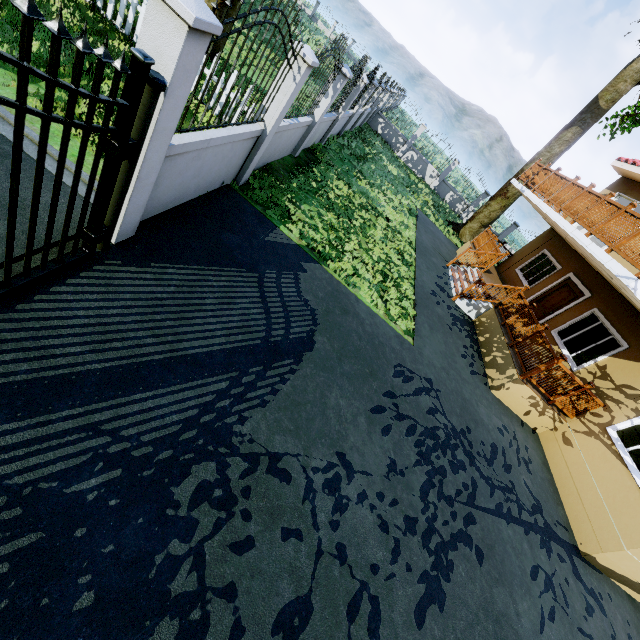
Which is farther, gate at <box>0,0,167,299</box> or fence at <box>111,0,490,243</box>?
fence at <box>111,0,490,243</box>

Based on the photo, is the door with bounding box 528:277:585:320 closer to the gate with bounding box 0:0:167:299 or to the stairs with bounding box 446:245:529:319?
the stairs with bounding box 446:245:529:319

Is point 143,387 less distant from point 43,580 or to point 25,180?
point 43,580

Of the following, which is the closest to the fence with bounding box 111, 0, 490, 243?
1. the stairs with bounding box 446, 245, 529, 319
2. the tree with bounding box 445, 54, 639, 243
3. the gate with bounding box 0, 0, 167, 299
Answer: the gate with bounding box 0, 0, 167, 299

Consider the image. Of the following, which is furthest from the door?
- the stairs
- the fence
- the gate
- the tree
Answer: the gate

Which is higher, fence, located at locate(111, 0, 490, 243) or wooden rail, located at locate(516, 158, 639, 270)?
wooden rail, located at locate(516, 158, 639, 270)

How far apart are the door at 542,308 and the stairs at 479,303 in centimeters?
204cm

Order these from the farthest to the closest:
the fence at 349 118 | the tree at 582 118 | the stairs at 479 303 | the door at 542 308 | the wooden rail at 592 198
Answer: the tree at 582 118, the door at 542 308, the stairs at 479 303, the wooden rail at 592 198, the fence at 349 118
